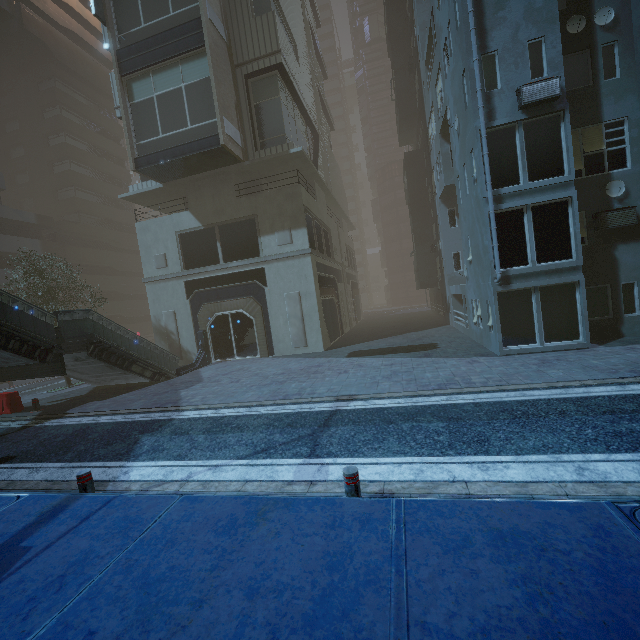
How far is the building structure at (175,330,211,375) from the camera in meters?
18.4 m

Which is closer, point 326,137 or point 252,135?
point 252,135

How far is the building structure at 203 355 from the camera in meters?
18.4

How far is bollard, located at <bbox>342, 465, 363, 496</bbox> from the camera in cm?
460

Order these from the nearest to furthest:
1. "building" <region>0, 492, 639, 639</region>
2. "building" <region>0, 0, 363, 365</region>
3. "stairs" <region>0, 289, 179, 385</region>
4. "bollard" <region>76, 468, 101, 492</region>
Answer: "building" <region>0, 492, 639, 639</region> → "bollard" <region>76, 468, 101, 492</region> → "stairs" <region>0, 289, 179, 385</region> → "building" <region>0, 0, 363, 365</region>

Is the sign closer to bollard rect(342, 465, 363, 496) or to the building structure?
the building structure

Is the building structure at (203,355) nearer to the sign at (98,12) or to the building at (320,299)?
the building at (320,299)

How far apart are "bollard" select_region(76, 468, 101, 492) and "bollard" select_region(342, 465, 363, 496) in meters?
4.7 m
